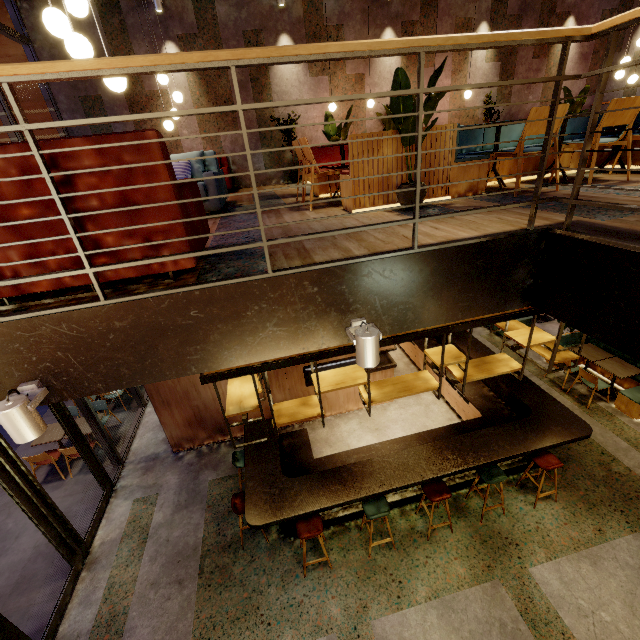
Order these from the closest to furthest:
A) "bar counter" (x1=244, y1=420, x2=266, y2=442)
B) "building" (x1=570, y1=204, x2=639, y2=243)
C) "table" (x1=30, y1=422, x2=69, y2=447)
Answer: "building" (x1=570, y1=204, x2=639, y2=243) → "bar counter" (x1=244, y1=420, x2=266, y2=442) → "table" (x1=30, y1=422, x2=69, y2=447)

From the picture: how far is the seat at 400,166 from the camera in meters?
3.5 m

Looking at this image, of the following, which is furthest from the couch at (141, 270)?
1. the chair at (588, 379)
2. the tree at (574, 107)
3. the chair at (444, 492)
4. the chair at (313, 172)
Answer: the chair at (588, 379)

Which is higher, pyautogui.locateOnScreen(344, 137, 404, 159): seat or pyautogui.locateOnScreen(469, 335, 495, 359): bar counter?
pyautogui.locateOnScreen(344, 137, 404, 159): seat

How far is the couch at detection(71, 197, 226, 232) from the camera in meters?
1.8 m

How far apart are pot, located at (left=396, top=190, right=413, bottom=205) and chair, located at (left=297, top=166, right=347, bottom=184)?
0.8 meters

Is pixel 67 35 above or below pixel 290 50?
above

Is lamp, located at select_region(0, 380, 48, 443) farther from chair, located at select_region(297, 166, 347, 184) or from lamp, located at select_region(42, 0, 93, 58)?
chair, located at select_region(297, 166, 347, 184)
